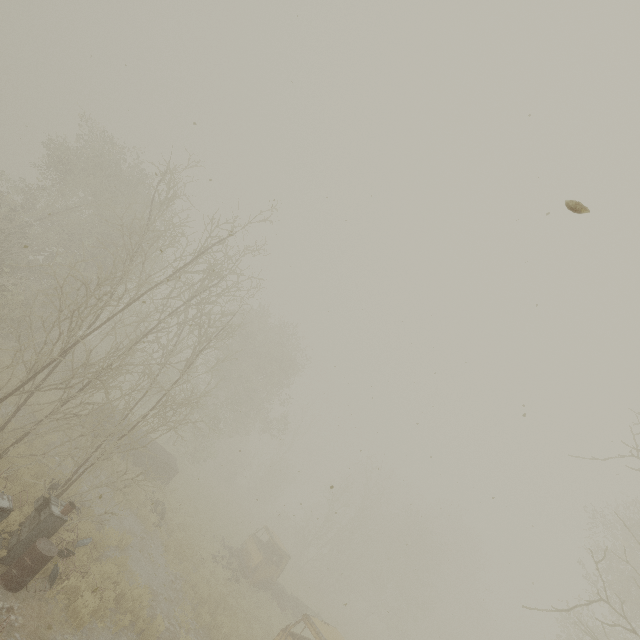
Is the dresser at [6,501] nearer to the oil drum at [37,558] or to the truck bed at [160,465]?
the oil drum at [37,558]

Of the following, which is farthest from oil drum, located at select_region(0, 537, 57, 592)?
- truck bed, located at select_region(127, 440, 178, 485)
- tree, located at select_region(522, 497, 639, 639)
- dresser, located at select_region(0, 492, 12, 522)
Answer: truck bed, located at select_region(127, 440, 178, 485)

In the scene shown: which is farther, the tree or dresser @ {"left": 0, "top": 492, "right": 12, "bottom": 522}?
dresser @ {"left": 0, "top": 492, "right": 12, "bottom": 522}

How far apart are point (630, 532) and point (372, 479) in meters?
52.9

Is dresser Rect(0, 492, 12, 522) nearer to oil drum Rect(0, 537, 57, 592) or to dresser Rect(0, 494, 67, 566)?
dresser Rect(0, 494, 67, 566)

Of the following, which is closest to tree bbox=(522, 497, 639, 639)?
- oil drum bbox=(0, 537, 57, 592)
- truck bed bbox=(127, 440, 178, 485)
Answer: oil drum bbox=(0, 537, 57, 592)

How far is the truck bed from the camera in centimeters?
1856cm

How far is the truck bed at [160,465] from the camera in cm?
1856
